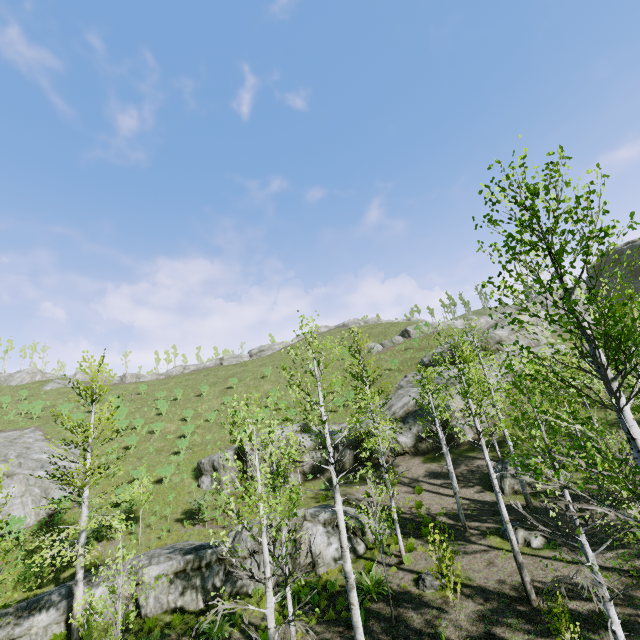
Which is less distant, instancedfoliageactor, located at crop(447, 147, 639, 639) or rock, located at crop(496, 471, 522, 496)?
instancedfoliageactor, located at crop(447, 147, 639, 639)

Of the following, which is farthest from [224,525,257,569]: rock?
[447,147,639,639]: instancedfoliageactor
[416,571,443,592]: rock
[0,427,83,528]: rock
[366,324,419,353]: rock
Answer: [366,324,419,353]: rock

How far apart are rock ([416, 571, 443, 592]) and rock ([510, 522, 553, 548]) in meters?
3.5

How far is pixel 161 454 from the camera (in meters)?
31.03

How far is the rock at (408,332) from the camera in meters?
46.5

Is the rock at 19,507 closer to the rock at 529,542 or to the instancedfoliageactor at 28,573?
the instancedfoliageactor at 28,573

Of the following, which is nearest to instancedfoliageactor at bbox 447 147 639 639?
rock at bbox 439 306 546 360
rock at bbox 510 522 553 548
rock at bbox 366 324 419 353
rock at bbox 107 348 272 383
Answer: rock at bbox 510 522 553 548

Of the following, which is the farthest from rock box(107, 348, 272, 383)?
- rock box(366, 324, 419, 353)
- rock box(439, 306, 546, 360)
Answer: rock box(439, 306, 546, 360)
